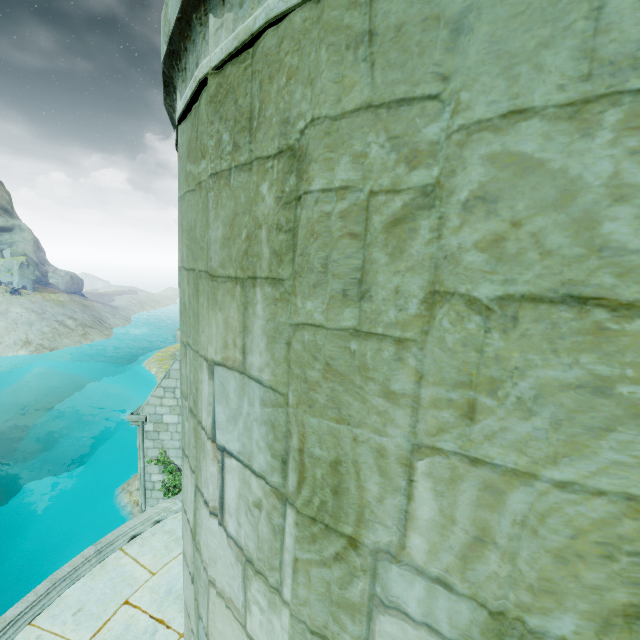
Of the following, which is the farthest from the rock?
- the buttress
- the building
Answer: the building

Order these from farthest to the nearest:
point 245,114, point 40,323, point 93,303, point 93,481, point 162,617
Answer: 1. point 93,303
2. point 40,323
3. point 93,481
4. point 162,617
5. point 245,114

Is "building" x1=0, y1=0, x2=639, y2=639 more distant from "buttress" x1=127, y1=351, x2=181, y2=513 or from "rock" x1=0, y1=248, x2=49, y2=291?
"rock" x1=0, y1=248, x2=49, y2=291

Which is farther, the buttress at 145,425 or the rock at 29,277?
the rock at 29,277

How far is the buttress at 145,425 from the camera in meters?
10.1 m

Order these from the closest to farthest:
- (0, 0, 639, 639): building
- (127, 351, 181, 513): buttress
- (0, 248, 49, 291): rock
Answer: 1. (0, 0, 639, 639): building
2. (127, 351, 181, 513): buttress
3. (0, 248, 49, 291): rock

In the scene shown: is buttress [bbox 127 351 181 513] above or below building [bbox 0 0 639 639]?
below
